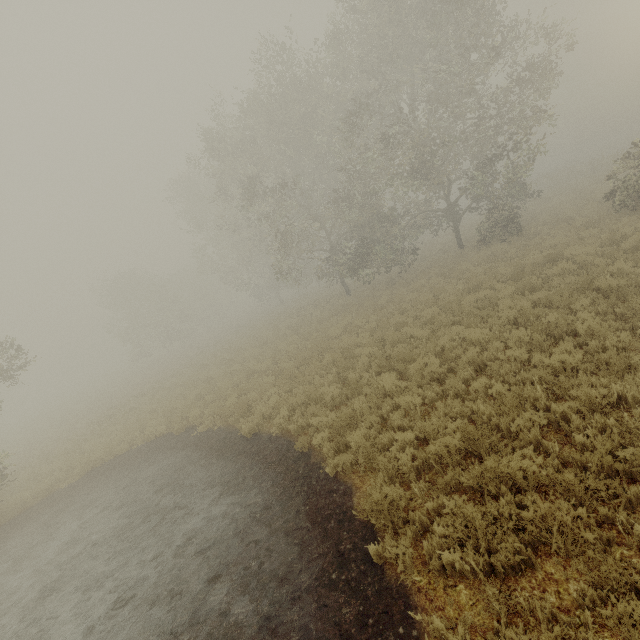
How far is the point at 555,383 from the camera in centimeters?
586cm
